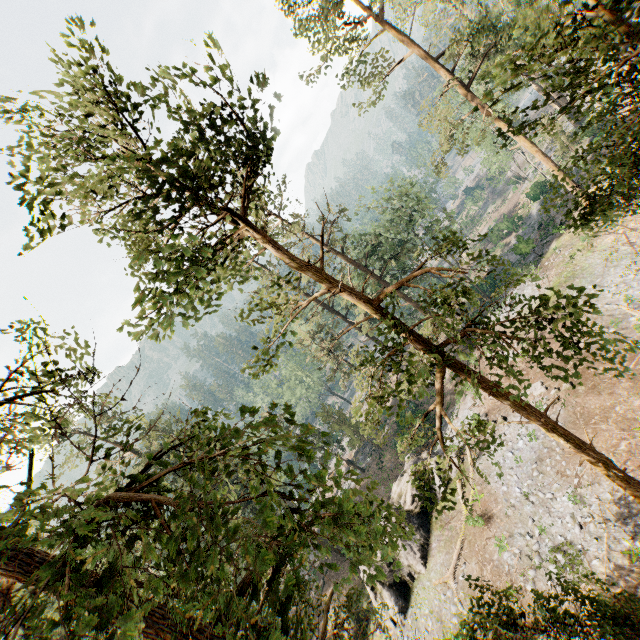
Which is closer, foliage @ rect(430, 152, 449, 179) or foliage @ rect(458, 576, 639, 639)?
foliage @ rect(458, 576, 639, 639)

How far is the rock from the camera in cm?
2136

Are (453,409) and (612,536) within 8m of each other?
no

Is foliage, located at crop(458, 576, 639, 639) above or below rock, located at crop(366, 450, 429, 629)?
above

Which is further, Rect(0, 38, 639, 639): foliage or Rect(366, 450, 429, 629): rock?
Rect(366, 450, 429, 629): rock

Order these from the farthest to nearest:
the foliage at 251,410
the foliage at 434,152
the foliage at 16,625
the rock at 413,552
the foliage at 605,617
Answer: the foliage at 434,152
the rock at 413,552
the foliage at 605,617
the foliage at 251,410
the foliage at 16,625

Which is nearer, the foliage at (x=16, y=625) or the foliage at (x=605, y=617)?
the foliage at (x=16, y=625)
